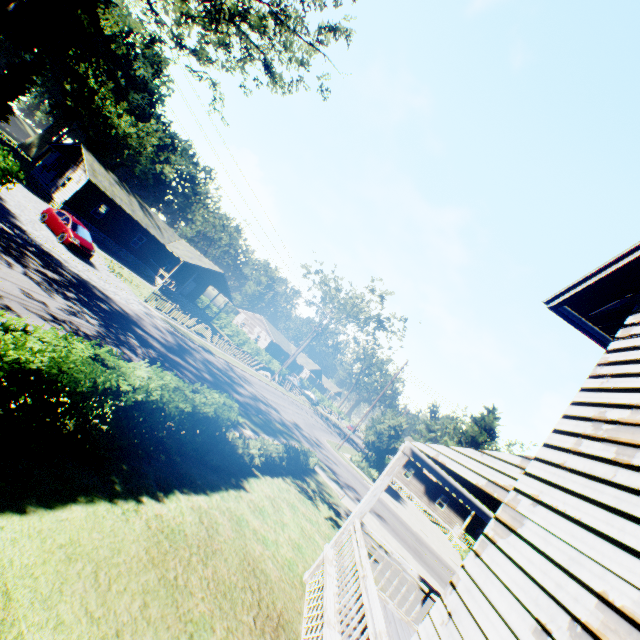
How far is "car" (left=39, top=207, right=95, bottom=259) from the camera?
20.4m

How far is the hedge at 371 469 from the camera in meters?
32.0

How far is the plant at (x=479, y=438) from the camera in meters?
52.0

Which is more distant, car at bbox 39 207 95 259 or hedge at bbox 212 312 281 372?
hedge at bbox 212 312 281 372

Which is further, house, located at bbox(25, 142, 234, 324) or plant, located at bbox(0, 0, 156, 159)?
plant, located at bbox(0, 0, 156, 159)

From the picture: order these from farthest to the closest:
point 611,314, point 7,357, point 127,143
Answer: point 127,143
point 611,314
point 7,357

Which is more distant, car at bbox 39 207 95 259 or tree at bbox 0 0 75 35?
car at bbox 39 207 95 259

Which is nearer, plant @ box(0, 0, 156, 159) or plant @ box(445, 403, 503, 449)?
plant @ box(0, 0, 156, 159)
